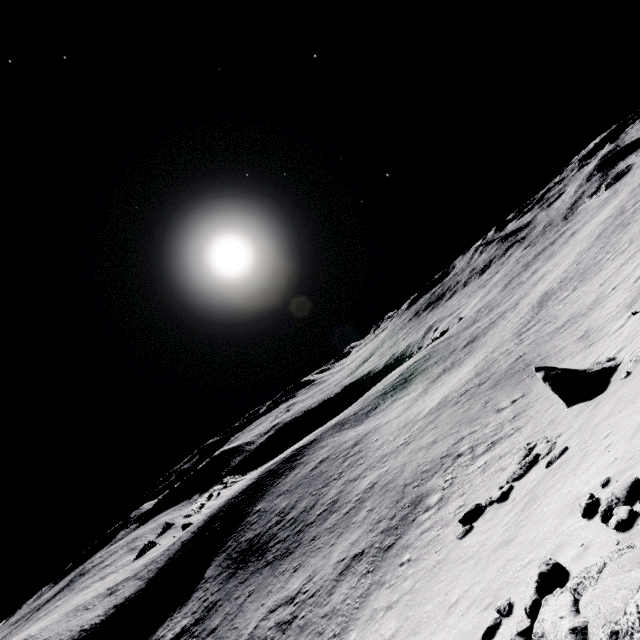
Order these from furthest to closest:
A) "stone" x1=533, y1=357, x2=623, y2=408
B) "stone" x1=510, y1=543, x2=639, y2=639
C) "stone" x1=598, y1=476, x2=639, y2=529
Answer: "stone" x1=533, y1=357, x2=623, y2=408
"stone" x1=598, y1=476, x2=639, y2=529
"stone" x1=510, y1=543, x2=639, y2=639

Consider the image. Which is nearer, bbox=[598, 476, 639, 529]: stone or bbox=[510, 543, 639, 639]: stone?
bbox=[510, 543, 639, 639]: stone

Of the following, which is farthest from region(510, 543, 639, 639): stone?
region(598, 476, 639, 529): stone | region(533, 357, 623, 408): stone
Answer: region(533, 357, 623, 408): stone

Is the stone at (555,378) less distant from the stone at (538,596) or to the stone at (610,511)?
the stone at (610,511)

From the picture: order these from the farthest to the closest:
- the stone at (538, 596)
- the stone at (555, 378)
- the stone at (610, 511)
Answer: the stone at (555, 378)
the stone at (610, 511)
the stone at (538, 596)

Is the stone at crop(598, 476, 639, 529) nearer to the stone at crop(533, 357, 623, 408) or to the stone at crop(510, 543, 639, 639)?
the stone at crop(510, 543, 639, 639)

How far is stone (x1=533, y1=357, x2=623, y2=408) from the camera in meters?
14.9 m

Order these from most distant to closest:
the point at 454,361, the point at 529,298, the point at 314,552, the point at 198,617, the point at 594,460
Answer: the point at 454,361
the point at 529,298
the point at 198,617
the point at 314,552
the point at 594,460
